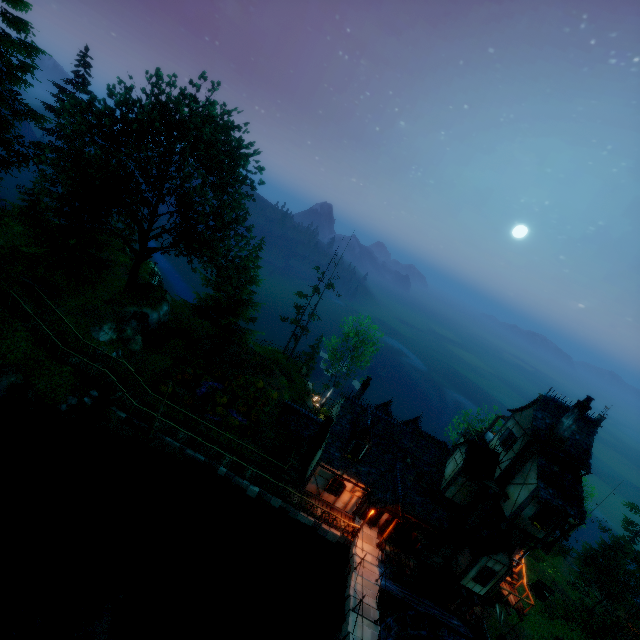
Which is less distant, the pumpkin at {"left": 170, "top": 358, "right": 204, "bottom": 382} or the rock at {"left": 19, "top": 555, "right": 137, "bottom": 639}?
the rock at {"left": 19, "top": 555, "right": 137, "bottom": 639}

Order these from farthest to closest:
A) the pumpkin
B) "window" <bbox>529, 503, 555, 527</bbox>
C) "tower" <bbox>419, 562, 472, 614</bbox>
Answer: the pumpkin < "tower" <bbox>419, 562, 472, 614</bbox> < "window" <bbox>529, 503, 555, 527</bbox>

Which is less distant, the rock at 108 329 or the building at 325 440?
the building at 325 440

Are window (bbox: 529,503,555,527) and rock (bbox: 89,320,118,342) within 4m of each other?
no

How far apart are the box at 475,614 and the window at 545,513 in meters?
13.0 m

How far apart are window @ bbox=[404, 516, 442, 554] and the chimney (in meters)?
9.27

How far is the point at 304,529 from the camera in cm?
2166

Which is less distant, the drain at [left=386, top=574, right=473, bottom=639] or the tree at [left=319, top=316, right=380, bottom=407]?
the drain at [left=386, top=574, right=473, bottom=639]
